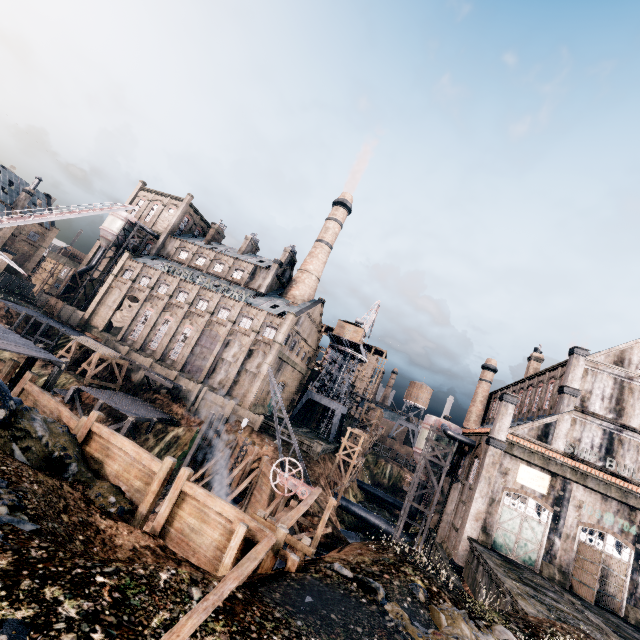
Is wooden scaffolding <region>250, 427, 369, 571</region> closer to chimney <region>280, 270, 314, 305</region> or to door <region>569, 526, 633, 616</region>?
door <region>569, 526, 633, 616</region>

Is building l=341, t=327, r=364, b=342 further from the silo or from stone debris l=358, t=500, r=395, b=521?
stone debris l=358, t=500, r=395, b=521

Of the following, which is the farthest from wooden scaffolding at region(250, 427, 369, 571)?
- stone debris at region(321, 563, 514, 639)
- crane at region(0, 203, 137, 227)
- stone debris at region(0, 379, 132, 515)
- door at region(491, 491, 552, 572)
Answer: crane at region(0, 203, 137, 227)

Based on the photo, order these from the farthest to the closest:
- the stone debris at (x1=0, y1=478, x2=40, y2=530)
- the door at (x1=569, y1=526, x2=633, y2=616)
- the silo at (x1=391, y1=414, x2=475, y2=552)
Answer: the silo at (x1=391, y1=414, x2=475, y2=552) → the door at (x1=569, y1=526, x2=633, y2=616) → the stone debris at (x1=0, y1=478, x2=40, y2=530)

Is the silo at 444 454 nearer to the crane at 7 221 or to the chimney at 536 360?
the chimney at 536 360

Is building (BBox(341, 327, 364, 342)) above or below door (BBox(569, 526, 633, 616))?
above

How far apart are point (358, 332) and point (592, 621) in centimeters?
4405cm

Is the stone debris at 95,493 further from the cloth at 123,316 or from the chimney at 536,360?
the chimney at 536,360
